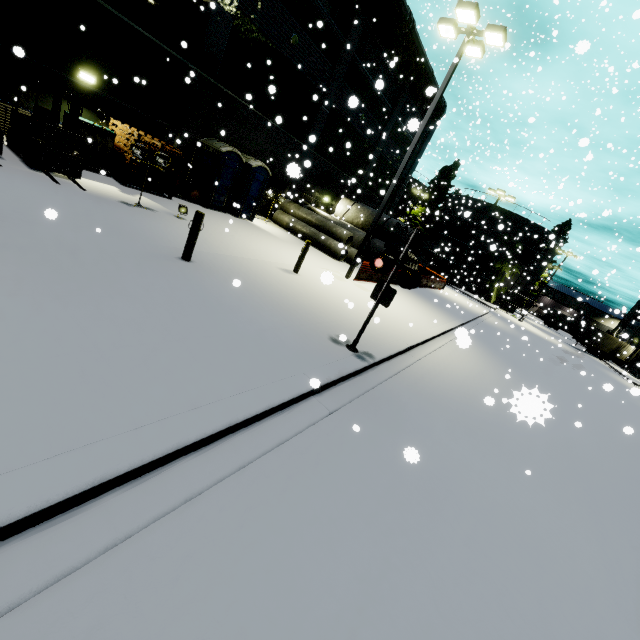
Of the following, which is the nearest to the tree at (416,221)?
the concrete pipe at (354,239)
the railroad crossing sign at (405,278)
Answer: the concrete pipe at (354,239)

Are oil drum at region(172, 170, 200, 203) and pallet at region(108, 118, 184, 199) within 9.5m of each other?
yes

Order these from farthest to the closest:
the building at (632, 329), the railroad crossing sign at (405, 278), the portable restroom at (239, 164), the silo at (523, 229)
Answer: the silo at (523, 229) → the building at (632, 329) → the portable restroom at (239, 164) → the railroad crossing sign at (405, 278)

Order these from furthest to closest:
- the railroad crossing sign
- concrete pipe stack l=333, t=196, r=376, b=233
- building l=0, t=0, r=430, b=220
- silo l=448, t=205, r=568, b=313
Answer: silo l=448, t=205, r=568, b=313 < concrete pipe stack l=333, t=196, r=376, b=233 < building l=0, t=0, r=430, b=220 < the railroad crossing sign

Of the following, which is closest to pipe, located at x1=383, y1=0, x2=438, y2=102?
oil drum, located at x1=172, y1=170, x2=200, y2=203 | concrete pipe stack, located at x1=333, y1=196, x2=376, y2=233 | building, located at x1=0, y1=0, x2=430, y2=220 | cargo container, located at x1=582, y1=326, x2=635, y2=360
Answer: building, located at x1=0, y1=0, x2=430, y2=220

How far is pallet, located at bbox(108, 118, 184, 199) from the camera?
11.72m

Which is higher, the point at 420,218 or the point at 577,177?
the point at 577,177

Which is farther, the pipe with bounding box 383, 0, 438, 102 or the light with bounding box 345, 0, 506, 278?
the pipe with bounding box 383, 0, 438, 102
